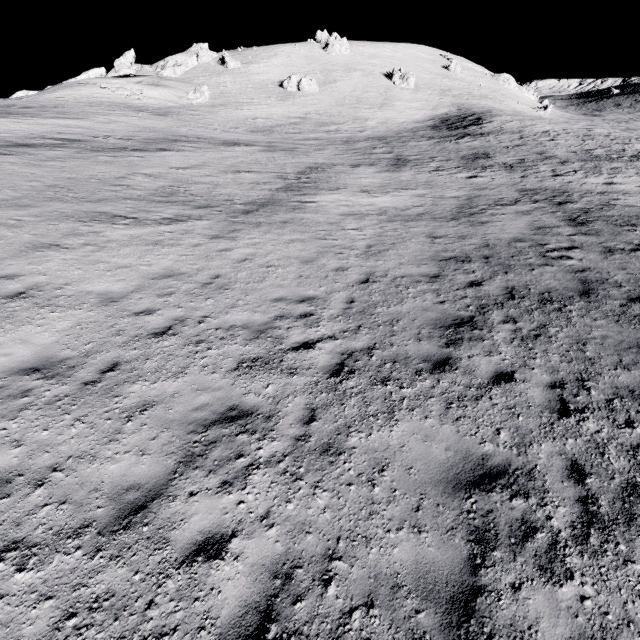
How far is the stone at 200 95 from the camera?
54.1 meters

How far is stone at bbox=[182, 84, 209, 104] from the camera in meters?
54.1

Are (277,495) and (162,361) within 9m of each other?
yes
